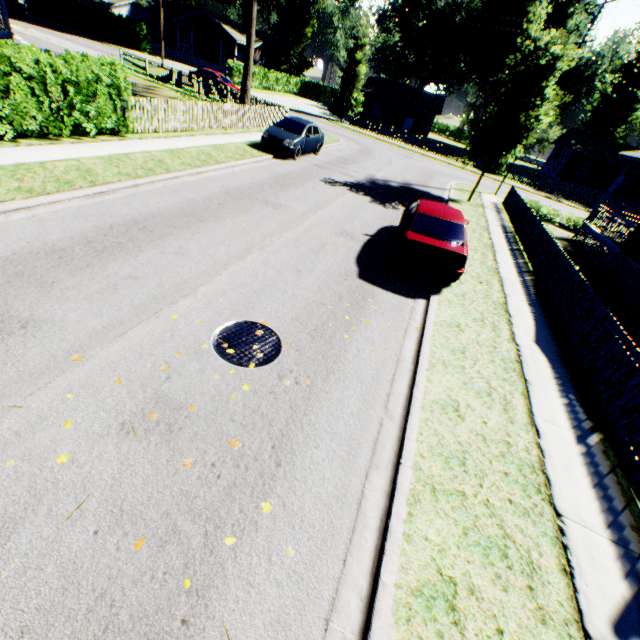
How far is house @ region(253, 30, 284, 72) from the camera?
50.03m

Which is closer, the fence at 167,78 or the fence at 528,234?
the fence at 528,234

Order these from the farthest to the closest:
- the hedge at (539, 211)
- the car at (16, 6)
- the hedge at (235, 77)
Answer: the car at (16, 6)
the hedge at (235, 77)
the hedge at (539, 211)

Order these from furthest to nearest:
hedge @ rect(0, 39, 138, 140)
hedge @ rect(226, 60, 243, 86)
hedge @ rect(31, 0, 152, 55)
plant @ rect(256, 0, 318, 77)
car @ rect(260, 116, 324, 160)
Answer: plant @ rect(256, 0, 318, 77) → hedge @ rect(31, 0, 152, 55) → hedge @ rect(226, 60, 243, 86) → car @ rect(260, 116, 324, 160) → hedge @ rect(0, 39, 138, 140)

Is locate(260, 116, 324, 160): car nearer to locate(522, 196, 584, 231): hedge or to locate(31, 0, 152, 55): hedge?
locate(522, 196, 584, 231): hedge

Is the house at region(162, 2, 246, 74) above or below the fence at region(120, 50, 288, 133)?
above

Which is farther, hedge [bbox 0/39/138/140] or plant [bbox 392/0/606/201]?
plant [bbox 392/0/606/201]

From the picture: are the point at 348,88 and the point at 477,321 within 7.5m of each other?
no
